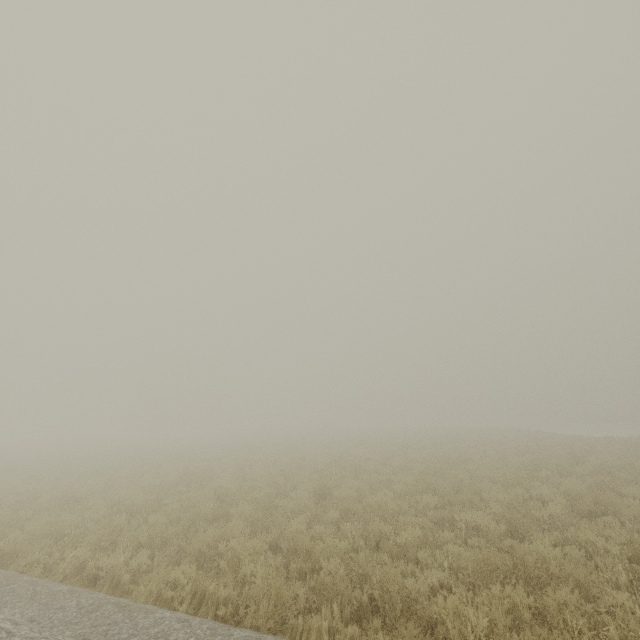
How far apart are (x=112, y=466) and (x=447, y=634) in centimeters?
2033cm
